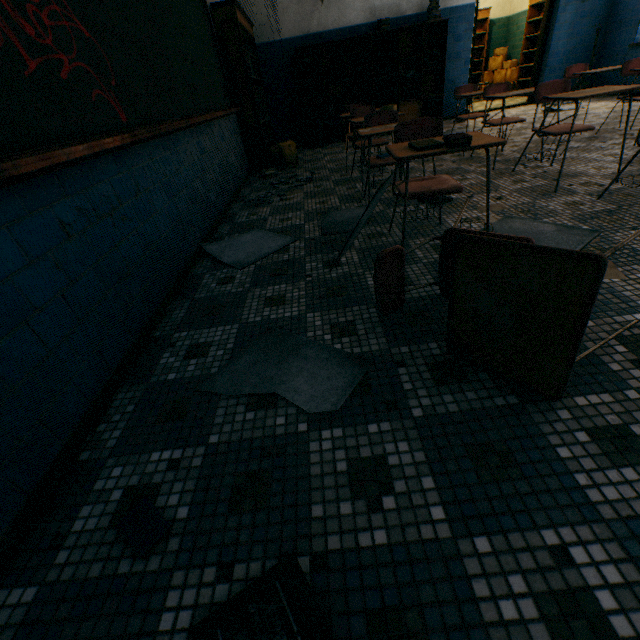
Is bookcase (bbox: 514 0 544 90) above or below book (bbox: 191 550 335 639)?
above

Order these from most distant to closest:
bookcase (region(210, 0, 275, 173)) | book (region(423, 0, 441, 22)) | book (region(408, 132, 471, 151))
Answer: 1. book (region(423, 0, 441, 22))
2. bookcase (region(210, 0, 275, 173))
3. book (region(408, 132, 471, 151))

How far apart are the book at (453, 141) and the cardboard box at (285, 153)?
4.3 meters

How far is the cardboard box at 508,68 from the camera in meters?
9.6

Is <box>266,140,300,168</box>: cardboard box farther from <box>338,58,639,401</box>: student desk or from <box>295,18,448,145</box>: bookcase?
<box>338,58,639,401</box>: student desk

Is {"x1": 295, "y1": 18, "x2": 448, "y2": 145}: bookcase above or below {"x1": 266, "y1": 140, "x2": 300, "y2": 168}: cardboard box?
above

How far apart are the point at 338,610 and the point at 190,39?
4.83m

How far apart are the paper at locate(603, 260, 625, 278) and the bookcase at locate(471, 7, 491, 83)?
11.08m
